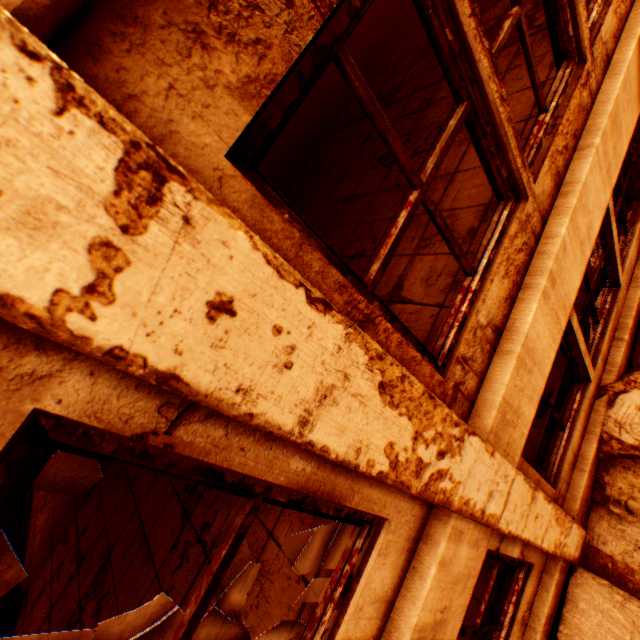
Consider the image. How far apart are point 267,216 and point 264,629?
2.7m

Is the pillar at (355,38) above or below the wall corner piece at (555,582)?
above

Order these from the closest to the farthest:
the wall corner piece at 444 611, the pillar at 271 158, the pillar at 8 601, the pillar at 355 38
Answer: the wall corner piece at 444 611, the pillar at 8 601, the pillar at 271 158, the pillar at 355 38

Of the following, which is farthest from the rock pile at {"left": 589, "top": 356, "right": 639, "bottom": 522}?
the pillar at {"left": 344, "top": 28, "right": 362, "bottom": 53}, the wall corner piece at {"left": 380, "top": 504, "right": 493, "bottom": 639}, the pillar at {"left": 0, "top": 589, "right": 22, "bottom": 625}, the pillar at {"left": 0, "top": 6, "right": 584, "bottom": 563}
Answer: the pillar at {"left": 0, "top": 589, "right": 22, "bottom": 625}

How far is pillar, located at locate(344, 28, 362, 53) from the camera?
9.6 meters

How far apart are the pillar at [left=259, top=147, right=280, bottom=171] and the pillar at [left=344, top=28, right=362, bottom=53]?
4.6 meters

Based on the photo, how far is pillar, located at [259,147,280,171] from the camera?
8.4m

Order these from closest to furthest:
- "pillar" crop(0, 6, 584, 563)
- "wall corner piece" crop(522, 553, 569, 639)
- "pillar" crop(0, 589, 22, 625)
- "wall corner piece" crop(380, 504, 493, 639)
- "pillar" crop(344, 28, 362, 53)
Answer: "pillar" crop(0, 6, 584, 563) < "wall corner piece" crop(380, 504, 493, 639) < "wall corner piece" crop(522, 553, 569, 639) < "pillar" crop(0, 589, 22, 625) < "pillar" crop(344, 28, 362, 53)
